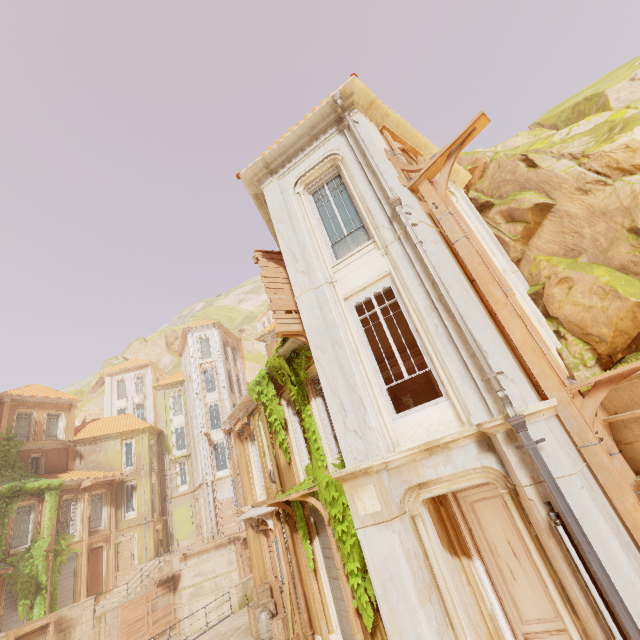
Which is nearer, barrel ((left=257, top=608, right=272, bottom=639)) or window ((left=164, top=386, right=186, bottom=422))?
barrel ((left=257, top=608, right=272, bottom=639))

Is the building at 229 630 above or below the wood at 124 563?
below

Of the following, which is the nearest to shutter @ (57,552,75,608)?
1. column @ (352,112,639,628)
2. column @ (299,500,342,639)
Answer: column @ (299,500,342,639)

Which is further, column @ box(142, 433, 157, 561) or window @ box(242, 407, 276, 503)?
column @ box(142, 433, 157, 561)

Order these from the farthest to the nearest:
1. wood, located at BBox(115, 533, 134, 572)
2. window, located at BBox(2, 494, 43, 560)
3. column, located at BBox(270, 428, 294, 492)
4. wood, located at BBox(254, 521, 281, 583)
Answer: wood, located at BBox(115, 533, 134, 572) → window, located at BBox(2, 494, 43, 560) → wood, located at BBox(254, 521, 281, 583) → column, located at BBox(270, 428, 294, 492)

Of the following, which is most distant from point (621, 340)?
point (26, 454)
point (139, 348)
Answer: point (139, 348)

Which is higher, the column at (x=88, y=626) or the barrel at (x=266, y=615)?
the column at (x=88, y=626)

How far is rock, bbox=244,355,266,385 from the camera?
54.9 meters
